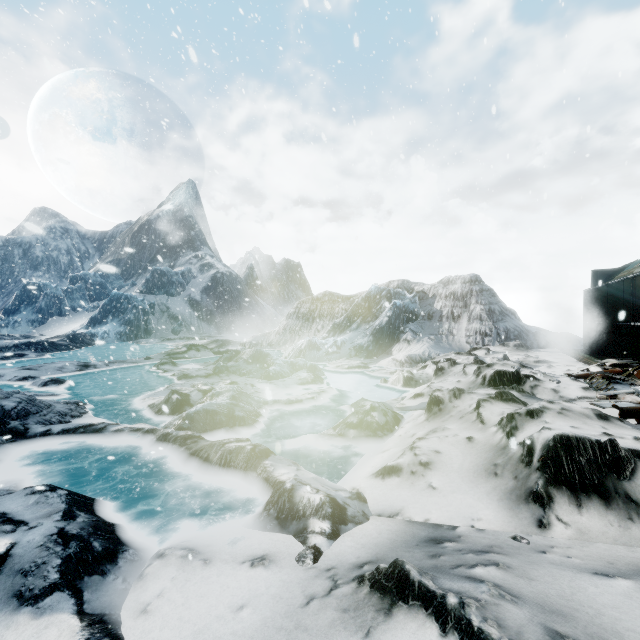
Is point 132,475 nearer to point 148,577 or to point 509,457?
point 148,577
